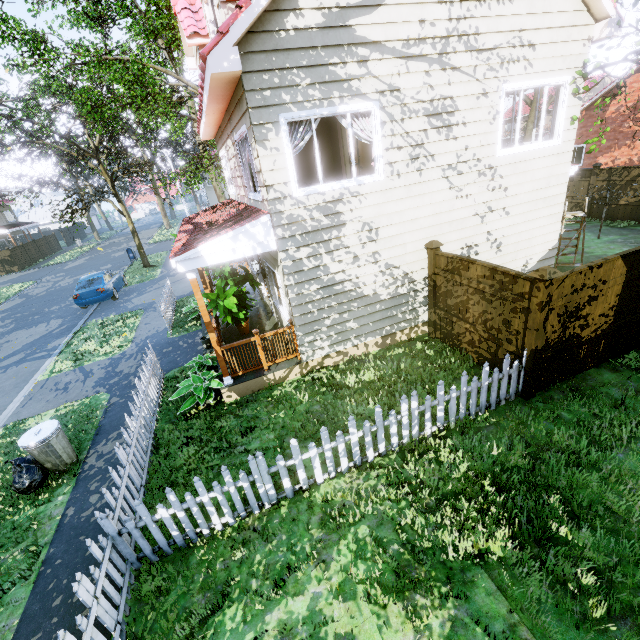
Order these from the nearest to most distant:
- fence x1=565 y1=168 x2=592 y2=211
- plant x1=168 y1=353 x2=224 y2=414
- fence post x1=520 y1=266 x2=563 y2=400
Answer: fence post x1=520 y1=266 x2=563 y2=400 → plant x1=168 y1=353 x2=224 y2=414 → fence x1=565 y1=168 x2=592 y2=211

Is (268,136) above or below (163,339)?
above

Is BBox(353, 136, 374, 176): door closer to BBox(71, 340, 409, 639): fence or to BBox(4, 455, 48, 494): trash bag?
BBox(71, 340, 409, 639): fence

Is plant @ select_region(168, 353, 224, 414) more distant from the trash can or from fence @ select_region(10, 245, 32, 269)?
the trash can

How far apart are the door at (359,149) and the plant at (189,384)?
7.9 meters

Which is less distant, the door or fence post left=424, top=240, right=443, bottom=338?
fence post left=424, top=240, right=443, bottom=338

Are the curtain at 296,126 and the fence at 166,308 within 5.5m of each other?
no

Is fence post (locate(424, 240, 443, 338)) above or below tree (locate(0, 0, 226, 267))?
below
